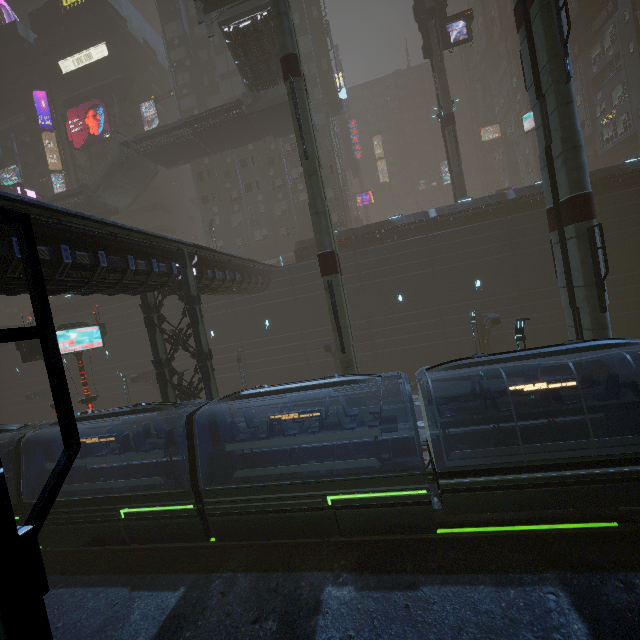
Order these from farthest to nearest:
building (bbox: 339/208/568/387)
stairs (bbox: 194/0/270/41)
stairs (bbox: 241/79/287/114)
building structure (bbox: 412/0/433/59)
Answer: building structure (bbox: 412/0/433/59) → stairs (bbox: 241/79/287/114) → building (bbox: 339/208/568/387) → stairs (bbox: 194/0/270/41)

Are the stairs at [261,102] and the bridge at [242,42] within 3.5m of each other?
yes

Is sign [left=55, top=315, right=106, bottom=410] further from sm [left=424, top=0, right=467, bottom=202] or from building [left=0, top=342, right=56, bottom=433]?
sm [left=424, top=0, right=467, bottom=202]

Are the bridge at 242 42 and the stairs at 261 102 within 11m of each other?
yes

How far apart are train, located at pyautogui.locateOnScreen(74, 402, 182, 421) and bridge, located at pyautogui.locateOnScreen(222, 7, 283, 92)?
24.8m

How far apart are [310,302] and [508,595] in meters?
22.5

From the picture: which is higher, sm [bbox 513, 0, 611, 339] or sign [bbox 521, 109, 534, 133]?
sign [bbox 521, 109, 534, 133]

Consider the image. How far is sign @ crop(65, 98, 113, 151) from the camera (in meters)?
41.19
